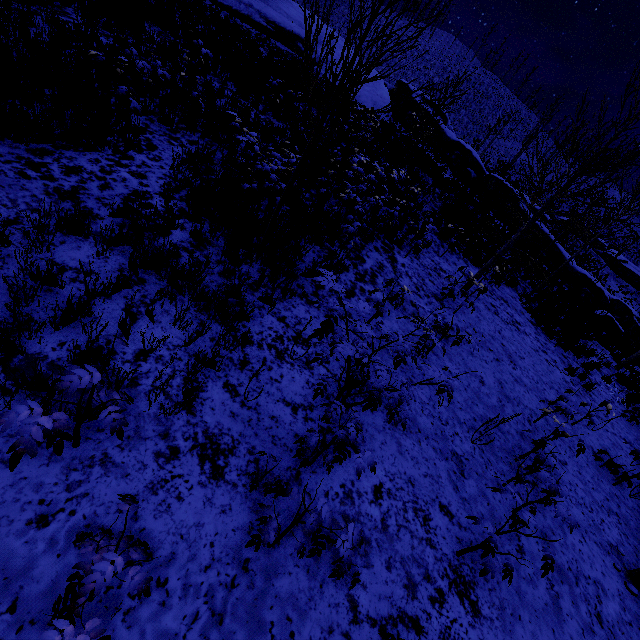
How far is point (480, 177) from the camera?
24.0 meters

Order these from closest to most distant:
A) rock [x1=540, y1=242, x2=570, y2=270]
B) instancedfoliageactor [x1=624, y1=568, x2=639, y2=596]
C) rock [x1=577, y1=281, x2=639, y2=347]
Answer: instancedfoliageactor [x1=624, y1=568, x2=639, y2=596] → rock [x1=577, y1=281, x2=639, y2=347] → rock [x1=540, y1=242, x2=570, y2=270]

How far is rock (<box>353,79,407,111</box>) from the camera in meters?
21.5 m

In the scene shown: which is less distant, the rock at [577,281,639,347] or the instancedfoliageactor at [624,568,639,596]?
the instancedfoliageactor at [624,568,639,596]

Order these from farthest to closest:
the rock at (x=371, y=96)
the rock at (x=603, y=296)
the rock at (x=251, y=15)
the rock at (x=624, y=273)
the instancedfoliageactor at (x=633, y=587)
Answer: the rock at (x=624, y=273)
the rock at (x=371, y=96)
the rock at (x=251, y=15)
the rock at (x=603, y=296)
the instancedfoliageactor at (x=633, y=587)

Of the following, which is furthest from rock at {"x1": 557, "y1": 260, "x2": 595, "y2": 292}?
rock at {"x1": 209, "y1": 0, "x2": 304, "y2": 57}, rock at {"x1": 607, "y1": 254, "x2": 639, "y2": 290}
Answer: rock at {"x1": 607, "y1": 254, "x2": 639, "y2": 290}

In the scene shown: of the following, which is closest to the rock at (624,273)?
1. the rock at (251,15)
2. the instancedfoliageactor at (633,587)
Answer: the rock at (251,15)
